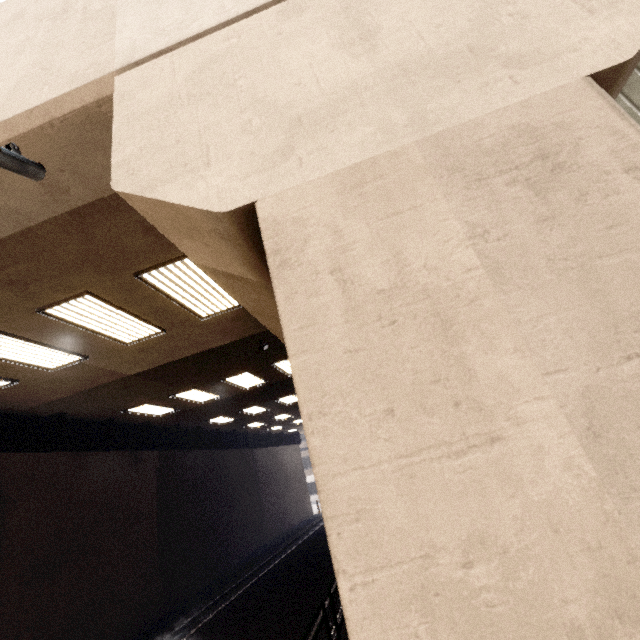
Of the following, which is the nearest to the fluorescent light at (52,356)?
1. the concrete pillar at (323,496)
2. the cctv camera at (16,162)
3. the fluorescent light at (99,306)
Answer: the fluorescent light at (99,306)

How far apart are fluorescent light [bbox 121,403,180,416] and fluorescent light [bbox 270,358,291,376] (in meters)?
4.72

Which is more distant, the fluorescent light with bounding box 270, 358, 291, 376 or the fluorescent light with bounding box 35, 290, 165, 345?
the fluorescent light with bounding box 270, 358, 291, 376

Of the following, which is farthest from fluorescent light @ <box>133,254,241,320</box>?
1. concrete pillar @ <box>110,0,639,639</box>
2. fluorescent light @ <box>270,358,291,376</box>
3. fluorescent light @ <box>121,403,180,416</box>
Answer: fluorescent light @ <box>121,403,180,416</box>

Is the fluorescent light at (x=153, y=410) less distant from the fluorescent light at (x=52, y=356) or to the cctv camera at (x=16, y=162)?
the fluorescent light at (x=52, y=356)

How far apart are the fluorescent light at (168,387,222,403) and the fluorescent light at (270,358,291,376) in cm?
282

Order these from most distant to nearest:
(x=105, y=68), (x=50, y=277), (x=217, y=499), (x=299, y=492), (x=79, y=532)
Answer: (x=299, y=492) < (x=217, y=499) < (x=79, y=532) < (x=50, y=277) < (x=105, y=68)

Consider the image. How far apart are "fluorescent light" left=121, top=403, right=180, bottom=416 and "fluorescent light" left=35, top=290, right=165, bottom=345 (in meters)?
5.09
